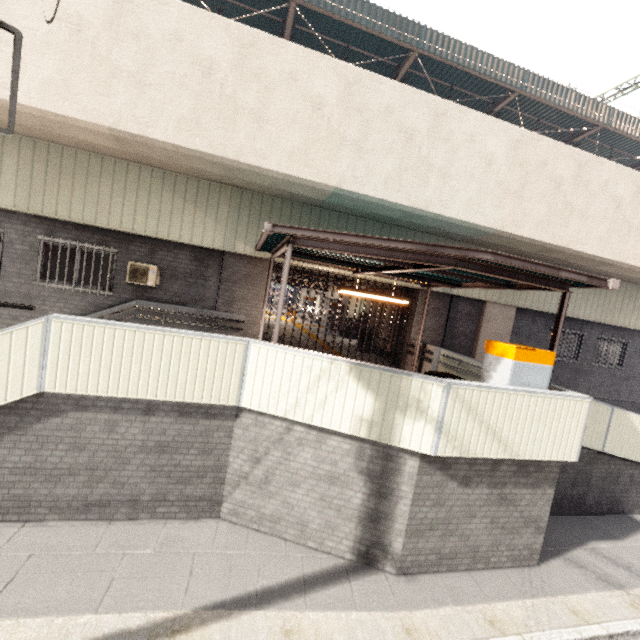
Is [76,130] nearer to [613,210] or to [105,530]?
[105,530]

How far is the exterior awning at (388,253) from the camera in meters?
5.1 m

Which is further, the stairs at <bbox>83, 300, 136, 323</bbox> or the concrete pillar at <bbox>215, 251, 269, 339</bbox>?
the concrete pillar at <bbox>215, 251, 269, 339</bbox>

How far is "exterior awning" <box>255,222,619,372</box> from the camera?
5.1m

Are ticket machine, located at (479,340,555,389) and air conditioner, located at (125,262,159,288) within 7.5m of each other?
no

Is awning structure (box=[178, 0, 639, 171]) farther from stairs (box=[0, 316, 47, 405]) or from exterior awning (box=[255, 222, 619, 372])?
stairs (box=[0, 316, 47, 405])

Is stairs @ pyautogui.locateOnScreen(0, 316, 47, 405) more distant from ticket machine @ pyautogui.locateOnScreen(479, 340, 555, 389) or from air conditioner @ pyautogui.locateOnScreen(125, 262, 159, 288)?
ticket machine @ pyautogui.locateOnScreen(479, 340, 555, 389)

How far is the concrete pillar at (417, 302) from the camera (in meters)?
11.36
